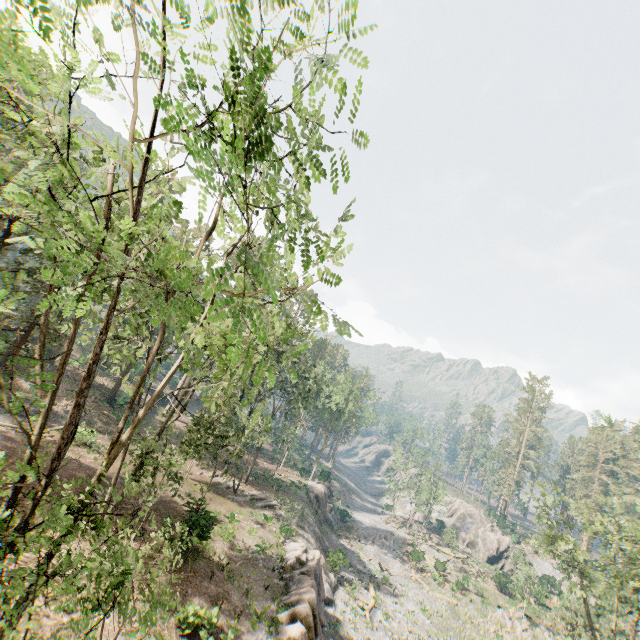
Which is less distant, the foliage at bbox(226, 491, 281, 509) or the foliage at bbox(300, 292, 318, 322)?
the foliage at bbox(300, 292, 318, 322)

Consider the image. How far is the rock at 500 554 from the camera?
57.5 meters

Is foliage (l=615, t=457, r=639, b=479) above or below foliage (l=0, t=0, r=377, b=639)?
above

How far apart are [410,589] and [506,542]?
30.47m

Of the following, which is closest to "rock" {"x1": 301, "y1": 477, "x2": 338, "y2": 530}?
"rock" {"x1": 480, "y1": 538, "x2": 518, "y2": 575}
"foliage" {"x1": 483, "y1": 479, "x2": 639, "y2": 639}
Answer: "foliage" {"x1": 483, "y1": 479, "x2": 639, "y2": 639}

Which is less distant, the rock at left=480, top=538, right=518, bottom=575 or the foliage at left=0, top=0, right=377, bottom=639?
the foliage at left=0, top=0, right=377, bottom=639

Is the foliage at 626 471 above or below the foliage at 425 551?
above

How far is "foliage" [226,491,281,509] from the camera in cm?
3306
